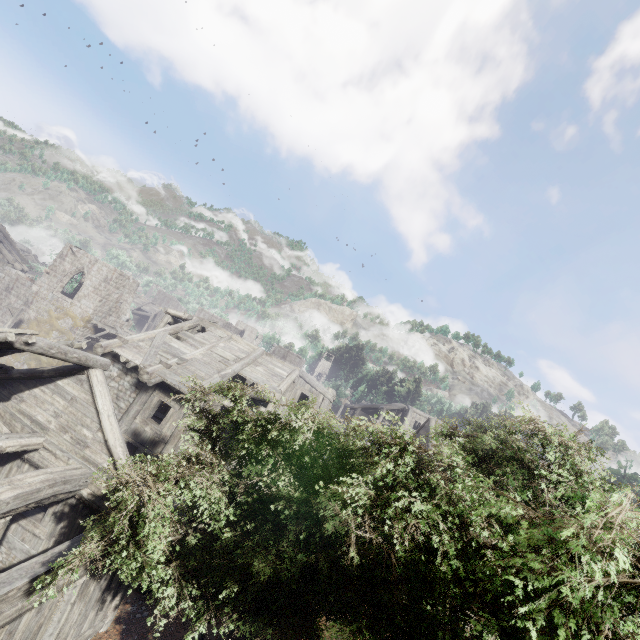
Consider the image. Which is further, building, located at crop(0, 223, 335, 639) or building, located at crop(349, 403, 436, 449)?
building, located at crop(349, 403, 436, 449)

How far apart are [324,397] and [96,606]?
11.8 meters

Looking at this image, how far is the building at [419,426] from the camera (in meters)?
23.39

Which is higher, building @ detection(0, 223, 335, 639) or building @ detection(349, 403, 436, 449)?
building @ detection(349, 403, 436, 449)

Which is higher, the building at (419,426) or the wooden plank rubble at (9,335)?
the building at (419,426)

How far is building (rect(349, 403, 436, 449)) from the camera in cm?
2339

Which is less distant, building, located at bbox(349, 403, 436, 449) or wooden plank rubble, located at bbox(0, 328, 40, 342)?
wooden plank rubble, located at bbox(0, 328, 40, 342)

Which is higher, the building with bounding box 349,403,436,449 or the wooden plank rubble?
the building with bounding box 349,403,436,449
